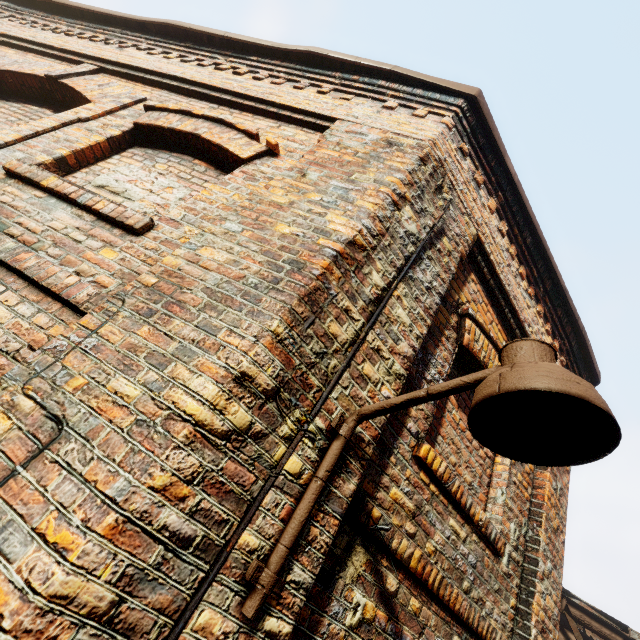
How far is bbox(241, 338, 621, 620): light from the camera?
1.0 meters

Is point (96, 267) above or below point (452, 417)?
below

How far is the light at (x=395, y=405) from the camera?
1.0m

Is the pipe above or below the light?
above

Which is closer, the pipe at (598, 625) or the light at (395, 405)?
the light at (395, 405)

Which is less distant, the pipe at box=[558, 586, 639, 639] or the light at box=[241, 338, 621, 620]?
the light at box=[241, 338, 621, 620]
